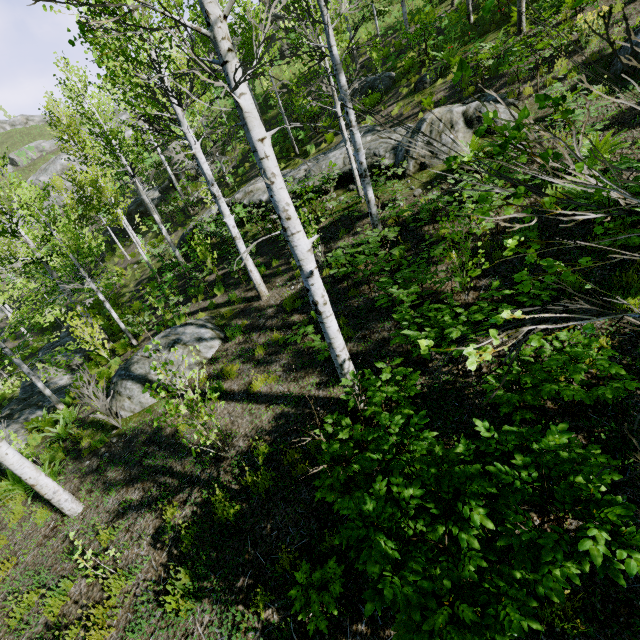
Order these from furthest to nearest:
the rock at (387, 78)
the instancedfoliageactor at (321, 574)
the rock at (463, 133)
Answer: the rock at (387, 78) → the rock at (463, 133) → the instancedfoliageactor at (321, 574)

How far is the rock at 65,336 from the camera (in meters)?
17.73

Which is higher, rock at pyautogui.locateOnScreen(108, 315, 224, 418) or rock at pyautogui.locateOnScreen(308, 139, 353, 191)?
rock at pyautogui.locateOnScreen(308, 139, 353, 191)

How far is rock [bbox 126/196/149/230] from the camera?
26.92m

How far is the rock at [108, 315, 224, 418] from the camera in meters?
8.6

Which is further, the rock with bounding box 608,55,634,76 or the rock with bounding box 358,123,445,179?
the rock with bounding box 358,123,445,179

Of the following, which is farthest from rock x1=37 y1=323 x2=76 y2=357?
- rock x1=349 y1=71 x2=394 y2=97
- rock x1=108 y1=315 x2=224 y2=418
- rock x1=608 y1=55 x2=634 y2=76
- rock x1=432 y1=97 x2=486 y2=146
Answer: rock x1=608 y1=55 x2=634 y2=76

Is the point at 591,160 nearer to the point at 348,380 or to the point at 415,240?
the point at 415,240
